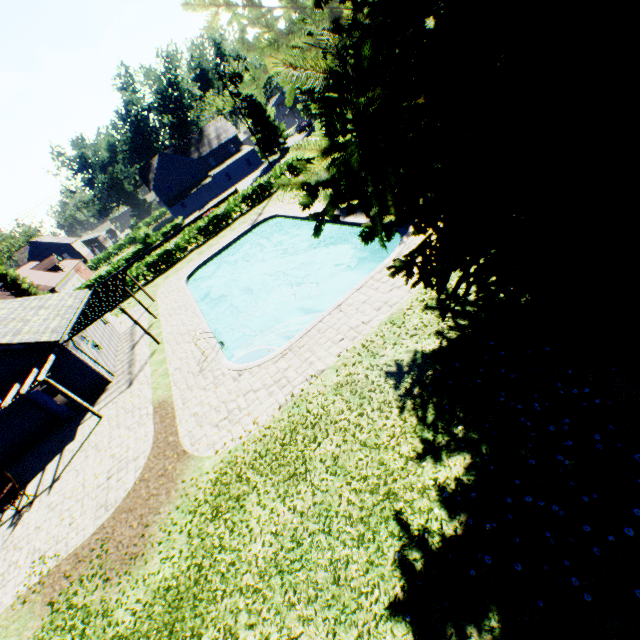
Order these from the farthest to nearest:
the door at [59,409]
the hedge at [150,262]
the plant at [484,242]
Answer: the hedge at [150,262] → the door at [59,409] → the plant at [484,242]

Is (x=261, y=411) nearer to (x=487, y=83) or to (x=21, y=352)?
(x=487, y=83)

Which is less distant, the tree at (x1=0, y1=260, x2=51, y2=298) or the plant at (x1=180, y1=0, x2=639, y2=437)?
the plant at (x1=180, y1=0, x2=639, y2=437)

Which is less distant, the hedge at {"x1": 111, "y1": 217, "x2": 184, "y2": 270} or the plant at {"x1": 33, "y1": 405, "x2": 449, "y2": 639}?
the plant at {"x1": 33, "y1": 405, "x2": 449, "y2": 639}

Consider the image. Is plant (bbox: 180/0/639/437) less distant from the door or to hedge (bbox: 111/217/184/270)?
hedge (bbox: 111/217/184/270)

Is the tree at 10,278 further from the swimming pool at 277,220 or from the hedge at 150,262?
the swimming pool at 277,220

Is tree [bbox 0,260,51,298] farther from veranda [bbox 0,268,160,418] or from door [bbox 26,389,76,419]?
door [bbox 26,389,76,419]

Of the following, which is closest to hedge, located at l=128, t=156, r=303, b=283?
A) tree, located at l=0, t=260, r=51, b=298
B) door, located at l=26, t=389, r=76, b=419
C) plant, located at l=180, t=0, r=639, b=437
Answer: tree, located at l=0, t=260, r=51, b=298
